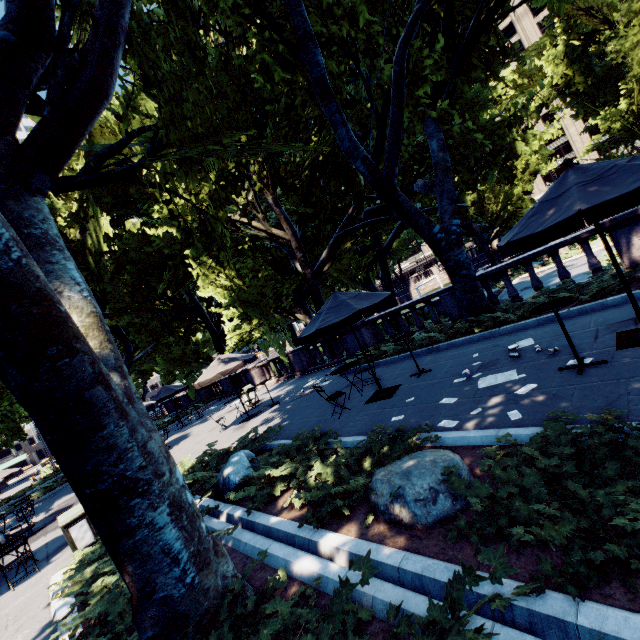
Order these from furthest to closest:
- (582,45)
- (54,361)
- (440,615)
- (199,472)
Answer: (582,45), (199,472), (54,361), (440,615)

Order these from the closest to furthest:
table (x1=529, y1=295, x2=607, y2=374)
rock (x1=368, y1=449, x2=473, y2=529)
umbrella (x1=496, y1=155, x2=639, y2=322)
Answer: rock (x1=368, y1=449, x2=473, y2=529) < umbrella (x1=496, y1=155, x2=639, y2=322) < table (x1=529, y1=295, x2=607, y2=374)

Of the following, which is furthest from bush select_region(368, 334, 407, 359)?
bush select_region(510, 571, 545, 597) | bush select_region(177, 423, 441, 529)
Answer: bush select_region(510, 571, 545, 597)

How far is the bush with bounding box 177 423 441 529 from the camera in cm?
429

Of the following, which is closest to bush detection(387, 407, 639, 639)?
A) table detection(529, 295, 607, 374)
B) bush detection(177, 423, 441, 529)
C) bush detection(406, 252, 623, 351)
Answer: bush detection(177, 423, 441, 529)

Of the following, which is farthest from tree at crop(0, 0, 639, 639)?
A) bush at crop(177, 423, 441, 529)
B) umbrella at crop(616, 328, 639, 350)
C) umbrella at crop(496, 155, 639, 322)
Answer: umbrella at crop(616, 328, 639, 350)

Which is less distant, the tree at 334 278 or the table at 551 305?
the tree at 334 278

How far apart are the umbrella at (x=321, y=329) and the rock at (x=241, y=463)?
2.8 meters
